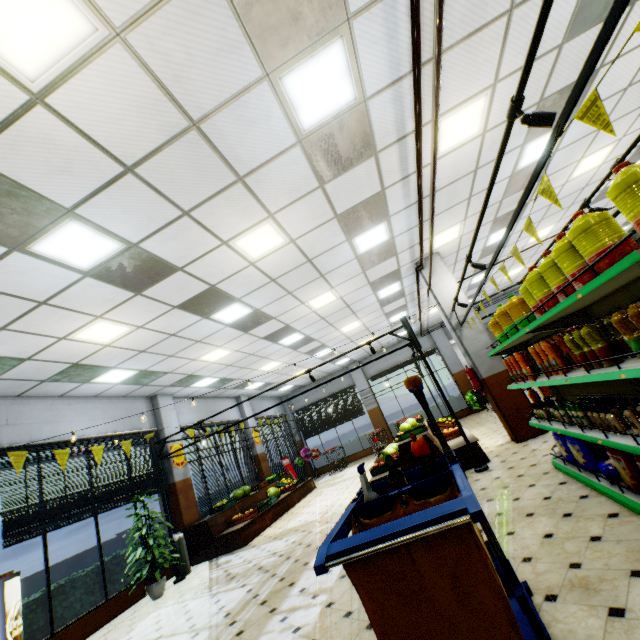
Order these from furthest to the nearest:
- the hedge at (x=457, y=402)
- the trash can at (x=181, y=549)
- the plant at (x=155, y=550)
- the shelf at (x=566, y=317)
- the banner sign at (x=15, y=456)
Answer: the hedge at (x=457, y=402)
the trash can at (x=181, y=549)
the plant at (x=155, y=550)
the banner sign at (x=15, y=456)
the shelf at (x=566, y=317)

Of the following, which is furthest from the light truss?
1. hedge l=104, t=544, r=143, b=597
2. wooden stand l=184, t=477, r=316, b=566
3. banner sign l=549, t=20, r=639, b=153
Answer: hedge l=104, t=544, r=143, b=597

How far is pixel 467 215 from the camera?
7.5 meters

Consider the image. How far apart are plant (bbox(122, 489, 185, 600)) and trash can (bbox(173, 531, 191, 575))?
0.92m

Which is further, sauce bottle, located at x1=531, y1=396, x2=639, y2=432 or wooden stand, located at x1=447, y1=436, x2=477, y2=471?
wooden stand, located at x1=447, y1=436, x2=477, y2=471

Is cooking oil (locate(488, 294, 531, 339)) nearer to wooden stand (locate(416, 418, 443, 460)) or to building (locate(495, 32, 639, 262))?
building (locate(495, 32, 639, 262))

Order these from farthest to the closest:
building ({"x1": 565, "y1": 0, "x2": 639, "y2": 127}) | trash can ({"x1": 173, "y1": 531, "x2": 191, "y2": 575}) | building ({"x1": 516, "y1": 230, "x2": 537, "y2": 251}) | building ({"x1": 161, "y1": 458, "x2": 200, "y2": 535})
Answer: building ({"x1": 516, "y1": 230, "x2": 537, "y2": 251})
building ({"x1": 161, "y1": 458, "x2": 200, "y2": 535})
trash can ({"x1": 173, "y1": 531, "x2": 191, "y2": 575})
building ({"x1": 565, "y1": 0, "x2": 639, "y2": 127})

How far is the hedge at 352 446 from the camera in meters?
18.3 m
